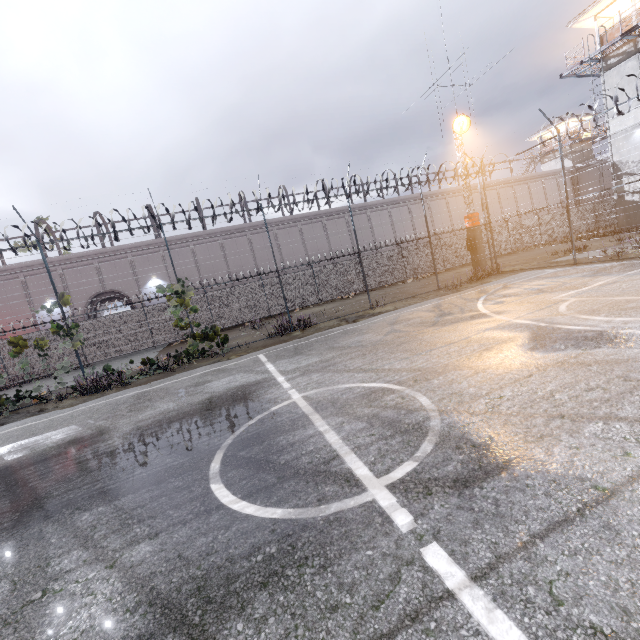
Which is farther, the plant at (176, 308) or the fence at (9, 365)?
the plant at (176, 308)

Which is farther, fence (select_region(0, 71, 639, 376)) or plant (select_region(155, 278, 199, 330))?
plant (select_region(155, 278, 199, 330))

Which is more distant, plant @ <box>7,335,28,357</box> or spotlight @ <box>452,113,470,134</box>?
spotlight @ <box>452,113,470,134</box>

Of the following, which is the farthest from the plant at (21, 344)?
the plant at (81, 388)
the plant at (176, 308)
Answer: the plant at (176, 308)

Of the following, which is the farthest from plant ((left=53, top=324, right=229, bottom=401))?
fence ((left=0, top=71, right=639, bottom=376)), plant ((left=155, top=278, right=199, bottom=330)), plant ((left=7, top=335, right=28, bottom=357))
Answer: plant ((left=7, top=335, right=28, bottom=357))

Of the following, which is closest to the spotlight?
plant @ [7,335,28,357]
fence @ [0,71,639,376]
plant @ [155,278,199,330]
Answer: fence @ [0,71,639,376]

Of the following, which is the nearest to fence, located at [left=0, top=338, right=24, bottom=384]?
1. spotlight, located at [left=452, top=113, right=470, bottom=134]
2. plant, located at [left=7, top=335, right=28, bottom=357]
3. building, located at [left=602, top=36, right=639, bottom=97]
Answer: plant, located at [left=7, top=335, right=28, bottom=357]

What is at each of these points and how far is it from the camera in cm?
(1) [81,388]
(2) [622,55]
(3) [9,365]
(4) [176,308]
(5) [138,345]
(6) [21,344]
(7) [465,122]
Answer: (1) plant, 1094
(2) building, 2036
(3) fence, 1902
(4) plant, 1263
(5) fence, 2109
(6) plant, 1110
(7) spotlight, 1875
